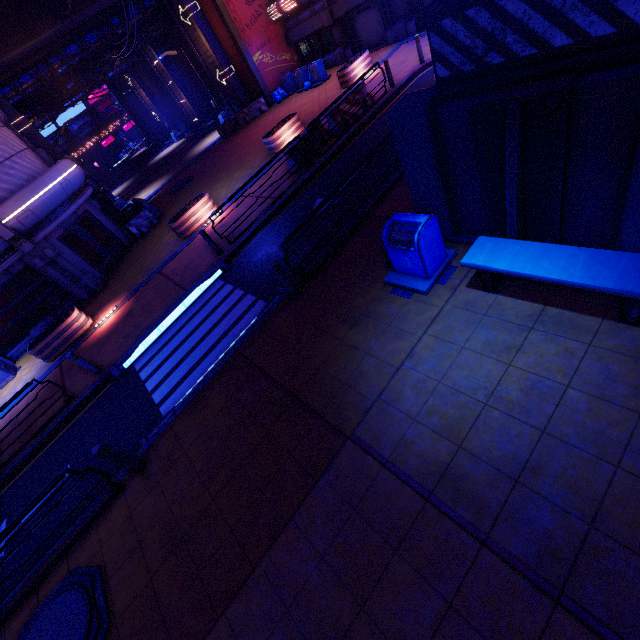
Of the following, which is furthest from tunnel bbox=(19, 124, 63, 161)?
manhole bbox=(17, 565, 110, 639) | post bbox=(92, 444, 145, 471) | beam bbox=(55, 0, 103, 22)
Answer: manhole bbox=(17, 565, 110, 639)

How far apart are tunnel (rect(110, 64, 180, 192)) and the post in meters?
42.8

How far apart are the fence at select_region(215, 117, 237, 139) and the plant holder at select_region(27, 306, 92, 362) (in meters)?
18.21

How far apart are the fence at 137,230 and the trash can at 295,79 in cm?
1282

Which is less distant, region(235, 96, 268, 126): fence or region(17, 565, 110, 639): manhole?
region(17, 565, 110, 639): manhole

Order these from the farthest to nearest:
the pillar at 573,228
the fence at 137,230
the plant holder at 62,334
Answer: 1. the fence at 137,230
2. the plant holder at 62,334
3. the pillar at 573,228

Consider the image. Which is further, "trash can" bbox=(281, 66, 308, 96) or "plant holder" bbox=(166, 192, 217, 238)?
"trash can" bbox=(281, 66, 308, 96)

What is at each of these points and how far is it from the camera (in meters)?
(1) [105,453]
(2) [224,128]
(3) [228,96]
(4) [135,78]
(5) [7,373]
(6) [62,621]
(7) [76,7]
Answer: (1) post, 6.09
(2) fence, 24.86
(3) tunnel, 26.08
(4) tunnel, 33.97
(5) street light, 13.37
(6) manhole, 5.20
(7) beam, 17.83
